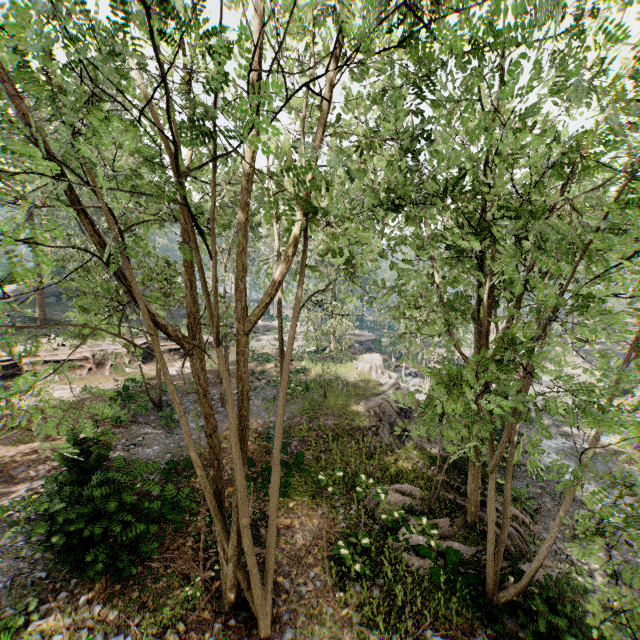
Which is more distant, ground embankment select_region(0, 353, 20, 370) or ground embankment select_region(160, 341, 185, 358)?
ground embankment select_region(160, 341, 185, 358)

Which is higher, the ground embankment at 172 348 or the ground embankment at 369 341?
the ground embankment at 172 348

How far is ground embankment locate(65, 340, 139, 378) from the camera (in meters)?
23.97

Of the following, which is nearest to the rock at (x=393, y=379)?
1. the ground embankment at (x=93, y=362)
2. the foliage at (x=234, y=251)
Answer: the foliage at (x=234, y=251)

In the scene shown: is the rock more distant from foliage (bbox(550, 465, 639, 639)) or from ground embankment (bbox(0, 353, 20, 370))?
ground embankment (bbox(0, 353, 20, 370))

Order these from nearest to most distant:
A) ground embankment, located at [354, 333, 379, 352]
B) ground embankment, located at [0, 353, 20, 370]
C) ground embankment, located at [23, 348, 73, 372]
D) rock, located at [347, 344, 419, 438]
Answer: rock, located at [347, 344, 419, 438], ground embankment, located at [0, 353, 20, 370], ground embankment, located at [23, 348, 73, 372], ground embankment, located at [354, 333, 379, 352]

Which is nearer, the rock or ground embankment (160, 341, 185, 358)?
the rock

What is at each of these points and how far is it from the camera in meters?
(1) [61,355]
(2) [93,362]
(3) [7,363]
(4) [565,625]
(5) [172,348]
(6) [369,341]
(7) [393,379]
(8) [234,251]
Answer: (1) ground embankment, 23.6
(2) ground embankment, 24.7
(3) ground embankment, 21.9
(4) foliage, 7.8
(5) ground embankment, 29.8
(6) ground embankment, 53.3
(7) rock, 24.4
(8) foliage, 53.8
